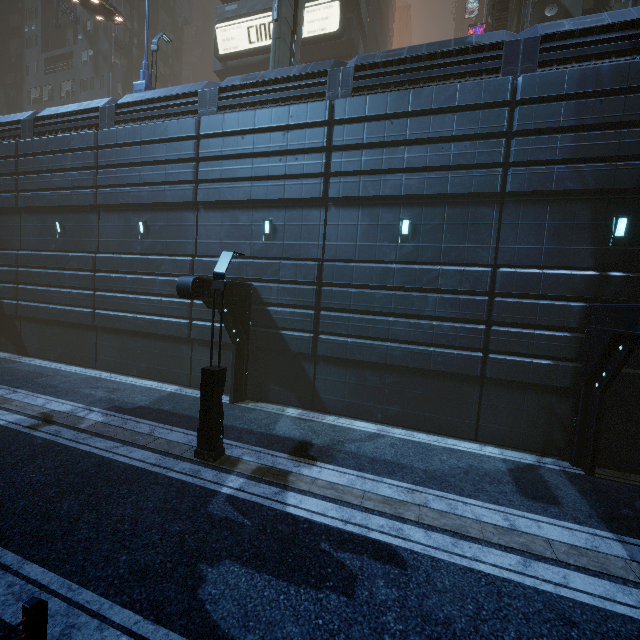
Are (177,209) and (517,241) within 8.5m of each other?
no

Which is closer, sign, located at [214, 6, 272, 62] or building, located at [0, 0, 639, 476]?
building, located at [0, 0, 639, 476]

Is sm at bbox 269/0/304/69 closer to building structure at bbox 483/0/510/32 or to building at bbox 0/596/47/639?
building at bbox 0/596/47/639

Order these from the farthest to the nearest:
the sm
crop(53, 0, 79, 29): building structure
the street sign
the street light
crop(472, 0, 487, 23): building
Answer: crop(472, 0, 487, 23): building → crop(53, 0, 79, 29): building structure → the street sign → the sm → the street light

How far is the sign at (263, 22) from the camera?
24.34m

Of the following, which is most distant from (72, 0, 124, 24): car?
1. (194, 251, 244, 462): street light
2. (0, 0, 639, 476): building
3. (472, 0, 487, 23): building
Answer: (472, 0, 487, 23): building

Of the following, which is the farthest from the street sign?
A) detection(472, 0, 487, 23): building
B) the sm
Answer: detection(472, 0, 487, 23): building

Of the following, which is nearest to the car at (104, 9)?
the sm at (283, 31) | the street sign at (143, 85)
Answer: the street sign at (143, 85)
